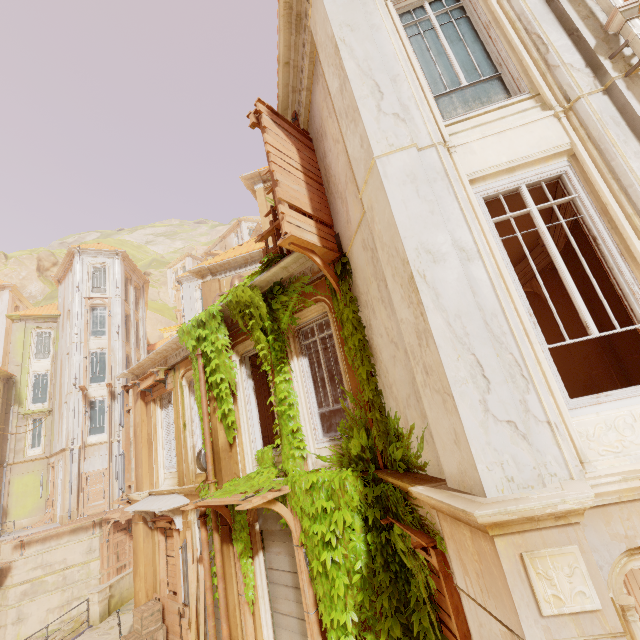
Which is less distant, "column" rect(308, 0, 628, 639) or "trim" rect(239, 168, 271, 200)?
"column" rect(308, 0, 628, 639)

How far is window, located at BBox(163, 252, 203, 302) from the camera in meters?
55.7

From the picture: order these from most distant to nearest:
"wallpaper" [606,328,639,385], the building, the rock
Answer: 1. the rock
2. the building
3. "wallpaper" [606,328,639,385]

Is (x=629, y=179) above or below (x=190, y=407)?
above

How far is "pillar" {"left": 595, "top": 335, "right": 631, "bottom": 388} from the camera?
6.15m

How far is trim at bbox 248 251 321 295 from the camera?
6.9 meters

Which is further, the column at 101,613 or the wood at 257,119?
the column at 101,613

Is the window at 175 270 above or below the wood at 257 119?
above
